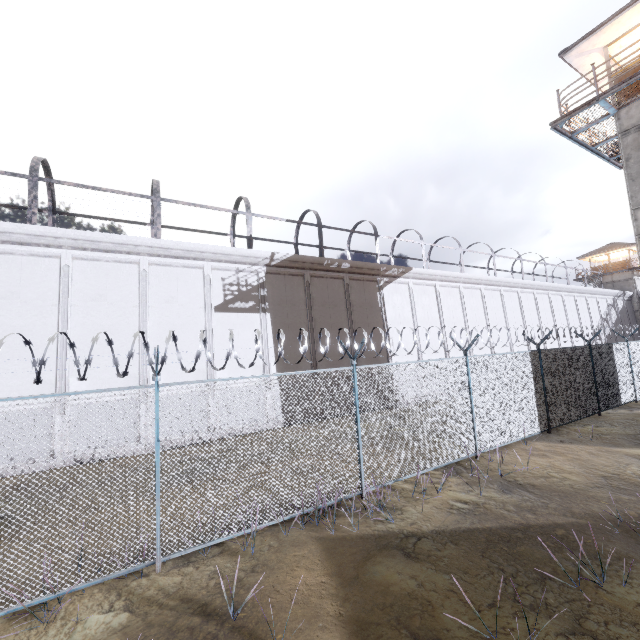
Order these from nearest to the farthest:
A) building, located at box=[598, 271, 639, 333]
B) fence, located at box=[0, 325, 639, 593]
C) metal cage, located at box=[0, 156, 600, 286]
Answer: fence, located at box=[0, 325, 639, 593] → metal cage, located at box=[0, 156, 600, 286] → building, located at box=[598, 271, 639, 333]

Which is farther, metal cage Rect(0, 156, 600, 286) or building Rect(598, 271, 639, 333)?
building Rect(598, 271, 639, 333)

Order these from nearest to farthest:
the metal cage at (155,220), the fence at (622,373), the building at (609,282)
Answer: the fence at (622,373) < the metal cage at (155,220) < the building at (609,282)

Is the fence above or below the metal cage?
below

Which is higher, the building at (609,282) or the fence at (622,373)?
the building at (609,282)

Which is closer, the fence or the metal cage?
the fence

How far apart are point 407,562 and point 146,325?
11.90m

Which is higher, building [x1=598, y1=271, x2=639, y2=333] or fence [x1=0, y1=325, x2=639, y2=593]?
building [x1=598, y1=271, x2=639, y2=333]
